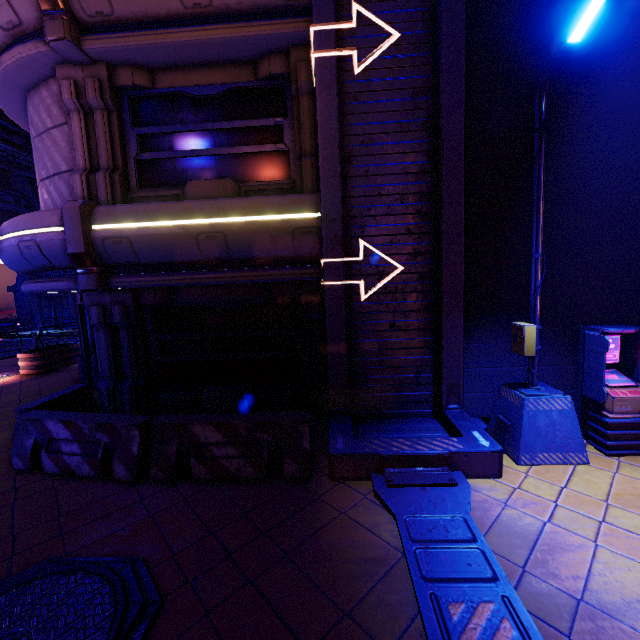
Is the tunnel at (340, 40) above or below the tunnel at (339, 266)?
above

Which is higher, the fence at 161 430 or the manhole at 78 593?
the fence at 161 430

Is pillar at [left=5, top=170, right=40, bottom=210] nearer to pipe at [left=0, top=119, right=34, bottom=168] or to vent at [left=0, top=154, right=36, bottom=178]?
vent at [left=0, top=154, right=36, bottom=178]

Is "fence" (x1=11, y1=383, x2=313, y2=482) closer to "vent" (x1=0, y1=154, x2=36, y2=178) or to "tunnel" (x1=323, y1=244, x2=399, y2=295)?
"tunnel" (x1=323, y1=244, x2=399, y2=295)

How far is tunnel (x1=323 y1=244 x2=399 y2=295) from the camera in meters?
5.8

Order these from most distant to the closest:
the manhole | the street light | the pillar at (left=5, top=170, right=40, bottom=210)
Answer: the pillar at (left=5, top=170, right=40, bottom=210) < the street light < the manhole

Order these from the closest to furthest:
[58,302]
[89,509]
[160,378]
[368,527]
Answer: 1. [368,527]
2. [89,509]
3. [160,378]
4. [58,302]

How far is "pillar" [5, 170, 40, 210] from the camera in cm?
2475
